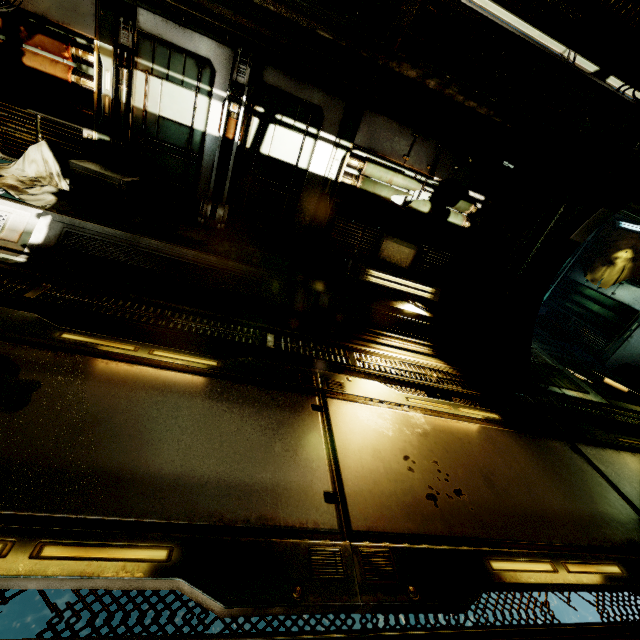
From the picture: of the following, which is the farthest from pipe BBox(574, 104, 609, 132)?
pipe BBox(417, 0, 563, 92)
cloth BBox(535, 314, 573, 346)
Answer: cloth BBox(535, 314, 573, 346)

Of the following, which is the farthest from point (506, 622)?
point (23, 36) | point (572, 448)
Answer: point (23, 36)

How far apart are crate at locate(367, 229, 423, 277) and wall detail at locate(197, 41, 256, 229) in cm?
273

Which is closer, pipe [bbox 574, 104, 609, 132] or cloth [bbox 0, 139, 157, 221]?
A: cloth [bbox 0, 139, 157, 221]

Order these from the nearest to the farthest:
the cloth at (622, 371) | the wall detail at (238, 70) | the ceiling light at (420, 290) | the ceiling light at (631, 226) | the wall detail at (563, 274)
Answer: the wall detail at (238, 70) → the ceiling light at (420, 290) → the cloth at (622, 371) → the ceiling light at (631, 226) → the wall detail at (563, 274)

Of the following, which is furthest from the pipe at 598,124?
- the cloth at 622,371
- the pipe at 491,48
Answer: the cloth at 622,371

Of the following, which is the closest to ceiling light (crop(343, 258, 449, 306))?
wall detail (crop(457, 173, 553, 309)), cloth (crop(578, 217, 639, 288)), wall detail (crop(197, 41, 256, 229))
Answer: wall detail (crop(457, 173, 553, 309))

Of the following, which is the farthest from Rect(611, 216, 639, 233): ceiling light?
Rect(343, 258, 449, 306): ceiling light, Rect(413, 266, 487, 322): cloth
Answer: Rect(343, 258, 449, 306): ceiling light
